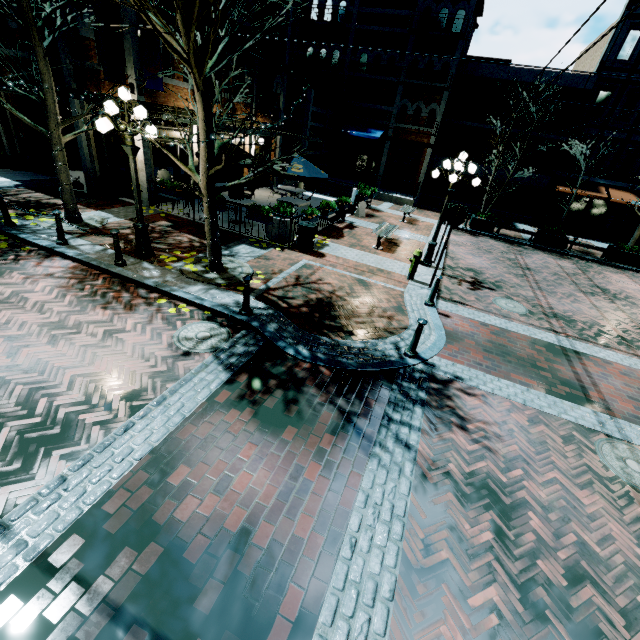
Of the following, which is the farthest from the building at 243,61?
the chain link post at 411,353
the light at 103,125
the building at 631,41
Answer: the building at 631,41

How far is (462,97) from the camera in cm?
2247

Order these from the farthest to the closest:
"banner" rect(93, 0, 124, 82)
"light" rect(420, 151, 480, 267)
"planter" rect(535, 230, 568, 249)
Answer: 1. "planter" rect(535, 230, 568, 249)
2. "light" rect(420, 151, 480, 267)
3. "banner" rect(93, 0, 124, 82)

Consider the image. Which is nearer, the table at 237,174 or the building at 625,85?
the table at 237,174

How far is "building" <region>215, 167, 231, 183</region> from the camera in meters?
15.8

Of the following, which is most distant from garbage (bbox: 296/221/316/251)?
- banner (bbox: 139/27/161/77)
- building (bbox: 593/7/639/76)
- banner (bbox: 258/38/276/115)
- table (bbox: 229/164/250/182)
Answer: building (bbox: 593/7/639/76)

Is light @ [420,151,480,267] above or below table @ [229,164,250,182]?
above
